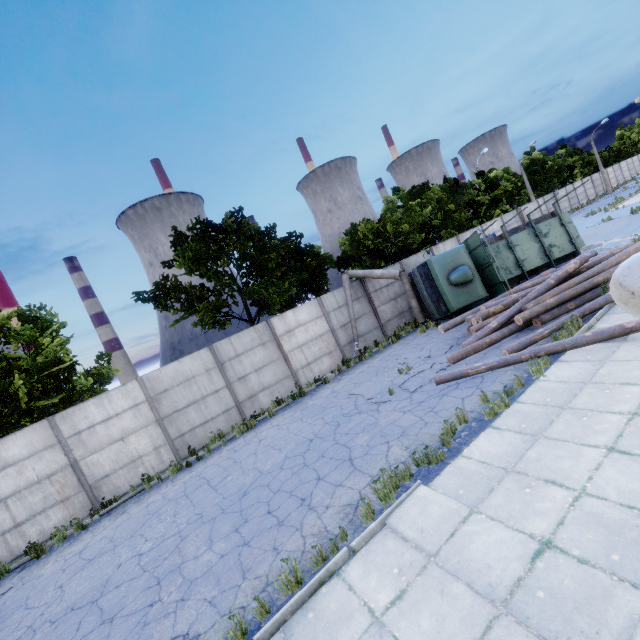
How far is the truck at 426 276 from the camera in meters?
14.8

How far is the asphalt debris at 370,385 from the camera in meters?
10.1

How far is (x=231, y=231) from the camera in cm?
1452

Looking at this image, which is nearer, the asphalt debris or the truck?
the asphalt debris

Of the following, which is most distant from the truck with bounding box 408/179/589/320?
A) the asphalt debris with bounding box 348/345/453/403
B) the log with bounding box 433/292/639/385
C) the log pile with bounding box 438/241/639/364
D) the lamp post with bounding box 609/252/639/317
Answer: the lamp post with bounding box 609/252/639/317

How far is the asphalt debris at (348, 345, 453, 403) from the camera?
10.1 meters

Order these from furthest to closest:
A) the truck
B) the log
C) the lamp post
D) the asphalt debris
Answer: the truck → the asphalt debris → the log → the lamp post

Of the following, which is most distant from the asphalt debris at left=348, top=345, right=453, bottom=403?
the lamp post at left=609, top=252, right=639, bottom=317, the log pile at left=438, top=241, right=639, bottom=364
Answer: the lamp post at left=609, top=252, right=639, bottom=317
